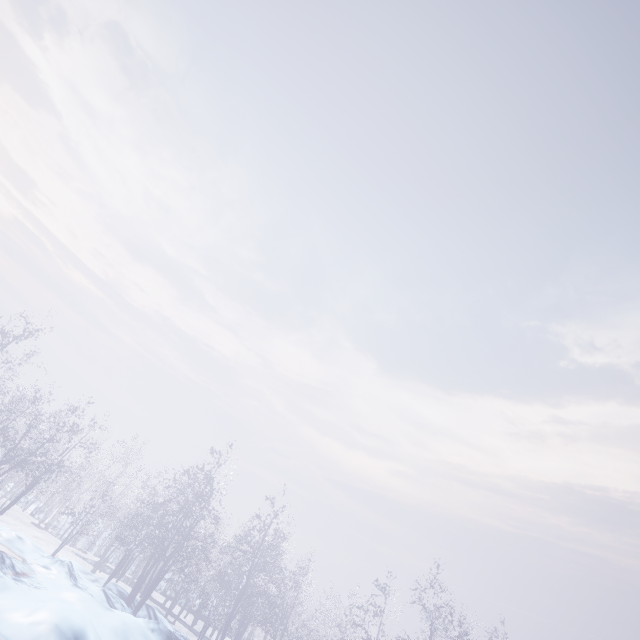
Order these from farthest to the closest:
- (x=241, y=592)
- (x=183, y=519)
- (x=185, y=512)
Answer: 1. (x=241, y=592)
2. (x=185, y=512)
3. (x=183, y=519)
